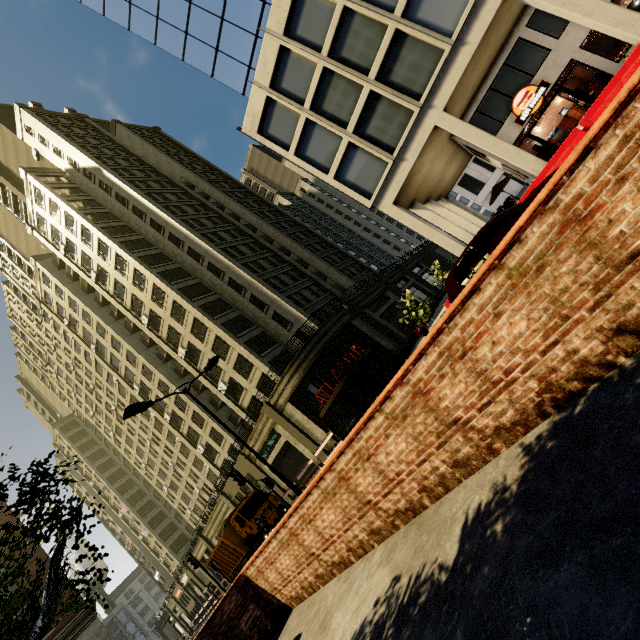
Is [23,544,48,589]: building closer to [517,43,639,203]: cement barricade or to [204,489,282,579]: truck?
[204,489,282,579]: truck

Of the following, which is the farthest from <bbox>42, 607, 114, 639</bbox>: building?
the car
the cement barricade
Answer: the car

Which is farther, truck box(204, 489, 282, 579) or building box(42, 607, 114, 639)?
truck box(204, 489, 282, 579)

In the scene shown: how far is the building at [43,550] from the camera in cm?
1941

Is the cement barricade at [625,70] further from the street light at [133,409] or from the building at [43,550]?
the building at [43,550]

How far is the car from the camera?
7.17m

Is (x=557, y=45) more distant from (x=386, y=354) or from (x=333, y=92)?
(x=386, y=354)

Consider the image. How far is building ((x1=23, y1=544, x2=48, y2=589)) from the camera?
19.4m
